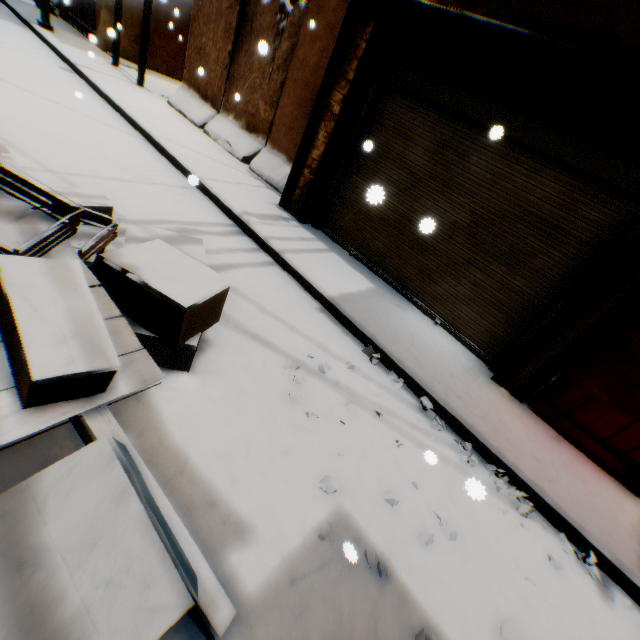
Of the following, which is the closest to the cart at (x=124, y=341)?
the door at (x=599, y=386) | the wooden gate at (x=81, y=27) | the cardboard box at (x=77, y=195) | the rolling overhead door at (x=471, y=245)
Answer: the cardboard box at (x=77, y=195)

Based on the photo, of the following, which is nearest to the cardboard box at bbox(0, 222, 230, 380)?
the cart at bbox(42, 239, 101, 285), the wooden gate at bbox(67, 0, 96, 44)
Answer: the cart at bbox(42, 239, 101, 285)

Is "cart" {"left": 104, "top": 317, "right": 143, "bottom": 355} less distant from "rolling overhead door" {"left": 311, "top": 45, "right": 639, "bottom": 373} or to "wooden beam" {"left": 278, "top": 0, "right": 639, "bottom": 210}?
"wooden beam" {"left": 278, "top": 0, "right": 639, "bottom": 210}

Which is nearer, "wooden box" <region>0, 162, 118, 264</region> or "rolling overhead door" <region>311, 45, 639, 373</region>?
"wooden box" <region>0, 162, 118, 264</region>

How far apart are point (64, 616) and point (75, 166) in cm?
530

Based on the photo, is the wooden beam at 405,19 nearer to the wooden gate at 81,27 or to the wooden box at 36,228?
the wooden gate at 81,27

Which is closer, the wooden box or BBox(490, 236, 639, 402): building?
the wooden box

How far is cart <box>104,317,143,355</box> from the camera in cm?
197
